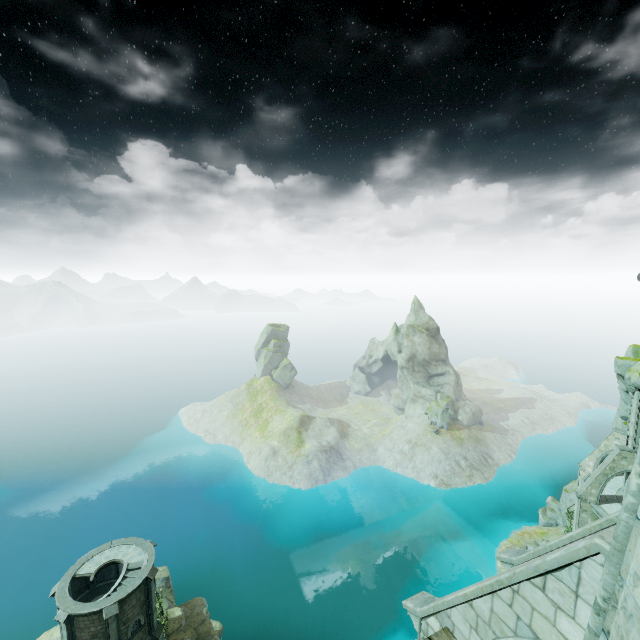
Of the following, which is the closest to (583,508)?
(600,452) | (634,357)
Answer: (600,452)

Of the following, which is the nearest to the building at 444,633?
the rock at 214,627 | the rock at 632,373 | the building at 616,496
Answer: the building at 616,496

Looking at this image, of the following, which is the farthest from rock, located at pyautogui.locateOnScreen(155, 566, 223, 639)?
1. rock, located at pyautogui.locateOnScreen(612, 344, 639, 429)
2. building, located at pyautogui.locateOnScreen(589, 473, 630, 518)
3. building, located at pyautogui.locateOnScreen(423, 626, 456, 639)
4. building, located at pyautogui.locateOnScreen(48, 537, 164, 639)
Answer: rock, located at pyautogui.locateOnScreen(612, 344, 639, 429)

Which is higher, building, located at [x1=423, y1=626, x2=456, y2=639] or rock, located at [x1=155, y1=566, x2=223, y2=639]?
building, located at [x1=423, y1=626, x2=456, y2=639]

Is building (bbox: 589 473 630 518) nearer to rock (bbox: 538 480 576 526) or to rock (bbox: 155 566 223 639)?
rock (bbox: 538 480 576 526)

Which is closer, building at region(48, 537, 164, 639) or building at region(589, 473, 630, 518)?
building at region(48, 537, 164, 639)

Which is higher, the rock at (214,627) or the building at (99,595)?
the building at (99,595)
